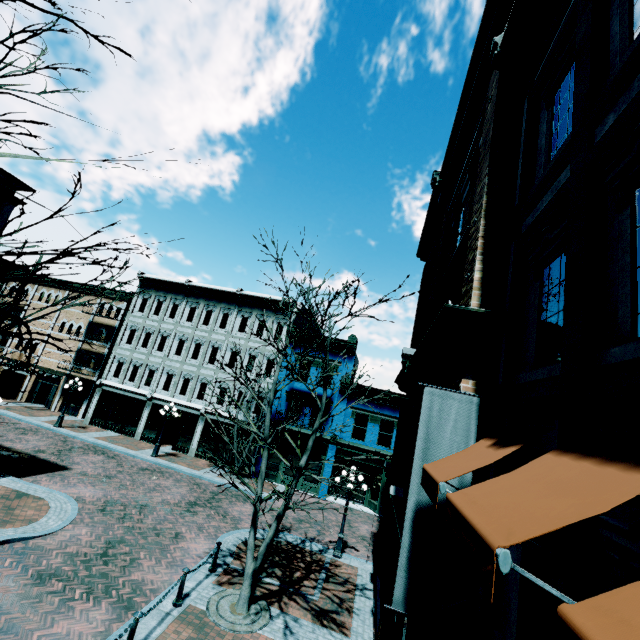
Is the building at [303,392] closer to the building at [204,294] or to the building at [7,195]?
the building at [204,294]

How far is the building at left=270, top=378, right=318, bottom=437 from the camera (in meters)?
23.55

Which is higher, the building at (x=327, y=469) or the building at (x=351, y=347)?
the building at (x=351, y=347)

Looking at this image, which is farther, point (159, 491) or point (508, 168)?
point (159, 491)

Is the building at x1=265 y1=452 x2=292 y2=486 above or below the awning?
below

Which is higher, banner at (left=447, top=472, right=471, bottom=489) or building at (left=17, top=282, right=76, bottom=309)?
building at (left=17, top=282, right=76, bottom=309)

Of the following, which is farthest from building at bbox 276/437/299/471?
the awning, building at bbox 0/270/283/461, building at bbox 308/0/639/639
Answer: the awning

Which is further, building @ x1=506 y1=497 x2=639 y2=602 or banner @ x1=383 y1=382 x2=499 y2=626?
banner @ x1=383 y1=382 x2=499 y2=626
